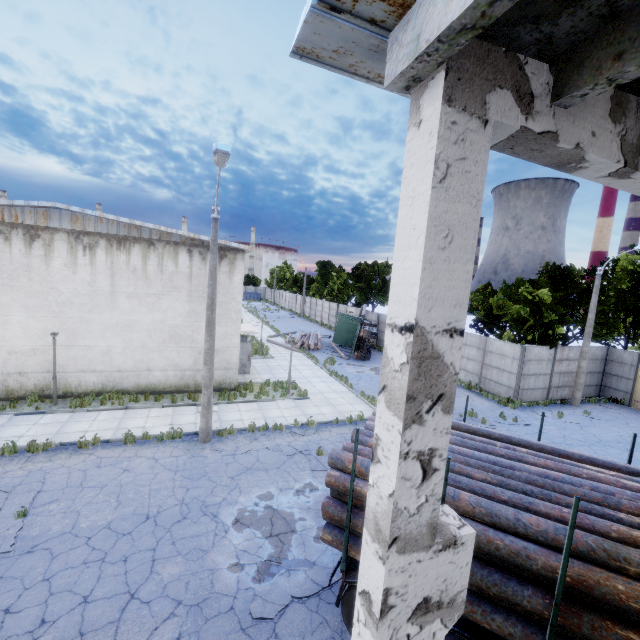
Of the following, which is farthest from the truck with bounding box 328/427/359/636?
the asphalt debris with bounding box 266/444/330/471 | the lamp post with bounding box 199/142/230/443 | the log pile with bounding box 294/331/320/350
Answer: the log pile with bounding box 294/331/320/350

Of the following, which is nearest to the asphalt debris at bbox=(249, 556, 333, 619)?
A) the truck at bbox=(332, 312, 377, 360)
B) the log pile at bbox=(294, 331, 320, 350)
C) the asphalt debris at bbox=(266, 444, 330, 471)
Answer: the asphalt debris at bbox=(266, 444, 330, 471)

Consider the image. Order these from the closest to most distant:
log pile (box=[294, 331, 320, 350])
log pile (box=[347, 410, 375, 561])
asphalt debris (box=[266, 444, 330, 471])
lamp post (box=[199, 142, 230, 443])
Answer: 1. log pile (box=[347, 410, 375, 561])
2. lamp post (box=[199, 142, 230, 443])
3. asphalt debris (box=[266, 444, 330, 471])
4. log pile (box=[294, 331, 320, 350])

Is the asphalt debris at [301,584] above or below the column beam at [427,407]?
below

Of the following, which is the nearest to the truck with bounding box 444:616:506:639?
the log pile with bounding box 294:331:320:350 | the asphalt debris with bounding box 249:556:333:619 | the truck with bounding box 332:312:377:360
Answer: the asphalt debris with bounding box 249:556:333:619

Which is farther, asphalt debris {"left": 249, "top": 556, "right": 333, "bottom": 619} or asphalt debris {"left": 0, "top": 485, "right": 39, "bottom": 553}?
asphalt debris {"left": 0, "top": 485, "right": 39, "bottom": 553}

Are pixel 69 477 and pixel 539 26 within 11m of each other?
no

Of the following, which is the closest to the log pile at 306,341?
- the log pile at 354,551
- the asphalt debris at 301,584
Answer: the log pile at 354,551
